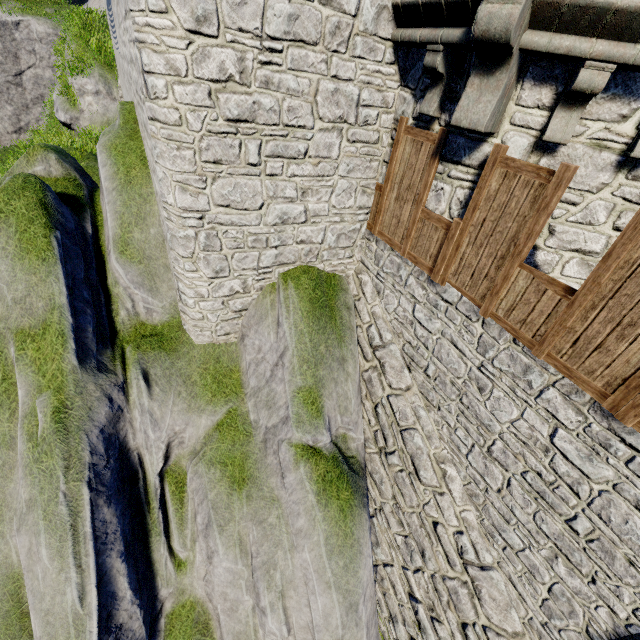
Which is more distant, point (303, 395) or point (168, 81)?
point (303, 395)
